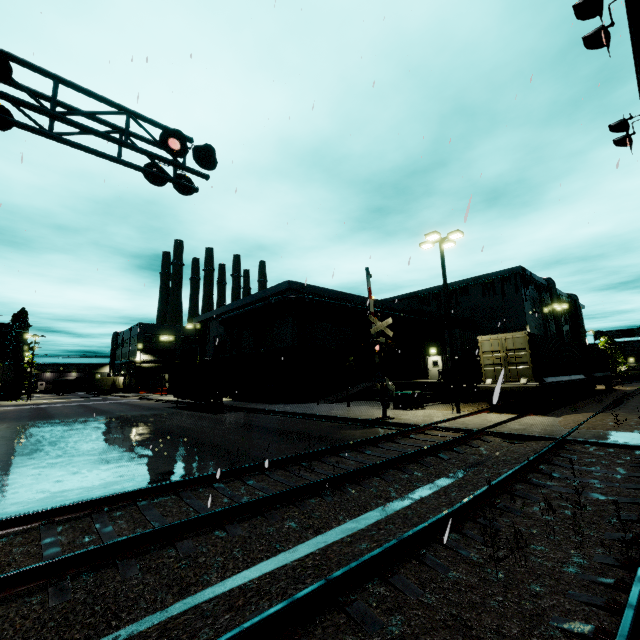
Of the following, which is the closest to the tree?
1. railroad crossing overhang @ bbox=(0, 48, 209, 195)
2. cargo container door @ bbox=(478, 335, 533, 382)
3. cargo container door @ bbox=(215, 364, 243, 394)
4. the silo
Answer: the silo

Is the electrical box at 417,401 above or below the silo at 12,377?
below

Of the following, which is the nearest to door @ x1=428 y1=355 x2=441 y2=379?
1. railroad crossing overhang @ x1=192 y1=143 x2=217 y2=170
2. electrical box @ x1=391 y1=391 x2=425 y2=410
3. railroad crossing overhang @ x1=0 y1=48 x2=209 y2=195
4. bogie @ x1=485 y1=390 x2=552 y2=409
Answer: bogie @ x1=485 y1=390 x2=552 y2=409

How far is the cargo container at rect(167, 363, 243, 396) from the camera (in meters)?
23.50

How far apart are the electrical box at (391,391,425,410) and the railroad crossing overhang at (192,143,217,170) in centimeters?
1561cm

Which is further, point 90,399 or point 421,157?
point 90,399

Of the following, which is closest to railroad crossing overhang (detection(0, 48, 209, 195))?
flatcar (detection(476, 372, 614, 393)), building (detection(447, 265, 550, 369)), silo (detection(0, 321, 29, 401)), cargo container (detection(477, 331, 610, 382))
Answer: building (detection(447, 265, 550, 369))

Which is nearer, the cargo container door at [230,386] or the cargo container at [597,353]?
the cargo container at [597,353]
